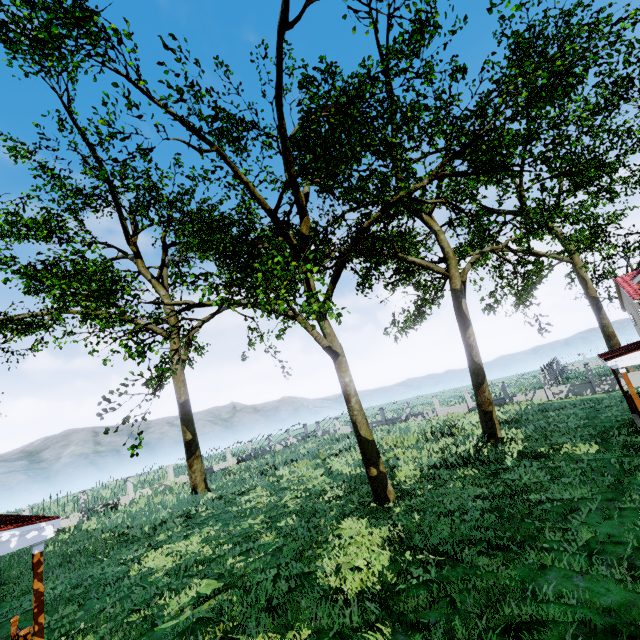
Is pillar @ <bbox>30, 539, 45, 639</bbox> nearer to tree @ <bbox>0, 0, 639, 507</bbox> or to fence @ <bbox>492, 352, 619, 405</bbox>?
tree @ <bbox>0, 0, 639, 507</bbox>

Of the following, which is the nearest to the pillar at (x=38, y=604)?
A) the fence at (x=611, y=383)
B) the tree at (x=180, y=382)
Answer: the tree at (x=180, y=382)

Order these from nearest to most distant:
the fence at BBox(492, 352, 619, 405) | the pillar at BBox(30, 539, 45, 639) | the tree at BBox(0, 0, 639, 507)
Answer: the pillar at BBox(30, 539, 45, 639), the tree at BBox(0, 0, 639, 507), the fence at BBox(492, 352, 619, 405)

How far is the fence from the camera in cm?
2495

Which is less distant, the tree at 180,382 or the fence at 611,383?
the tree at 180,382

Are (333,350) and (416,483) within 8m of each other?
yes
